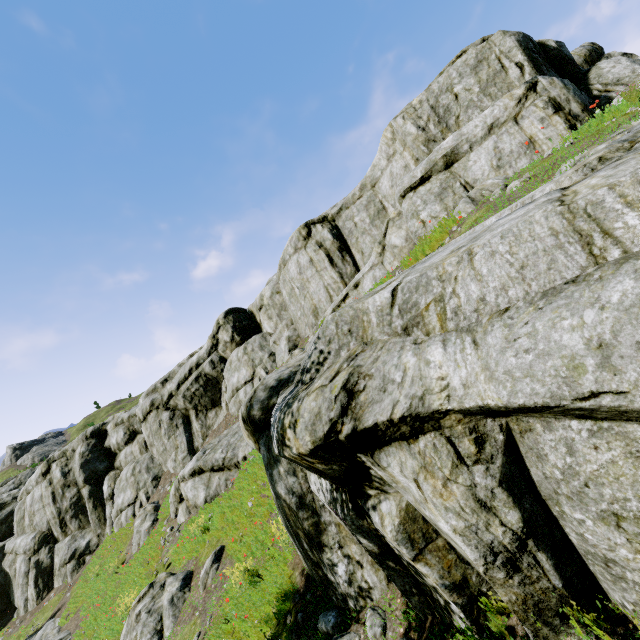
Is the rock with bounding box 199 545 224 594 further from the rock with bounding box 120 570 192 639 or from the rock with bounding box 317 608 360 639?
the rock with bounding box 317 608 360 639

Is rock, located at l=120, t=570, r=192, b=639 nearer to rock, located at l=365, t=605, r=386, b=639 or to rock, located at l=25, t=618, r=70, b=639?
rock, located at l=25, t=618, r=70, b=639

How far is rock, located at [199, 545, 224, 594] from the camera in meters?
10.2

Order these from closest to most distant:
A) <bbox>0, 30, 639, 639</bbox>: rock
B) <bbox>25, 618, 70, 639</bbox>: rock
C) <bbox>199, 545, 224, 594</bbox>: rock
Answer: <bbox>0, 30, 639, 639</bbox>: rock → <bbox>199, 545, 224, 594</bbox>: rock → <bbox>25, 618, 70, 639</bbox>: rock

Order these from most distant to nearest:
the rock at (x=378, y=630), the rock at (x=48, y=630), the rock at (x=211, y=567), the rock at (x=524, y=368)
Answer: the rock at (x=48, y=630), the rock at (x=211, y=567), the rock at (x=378, y=630), the rock at (x=524, y=368)

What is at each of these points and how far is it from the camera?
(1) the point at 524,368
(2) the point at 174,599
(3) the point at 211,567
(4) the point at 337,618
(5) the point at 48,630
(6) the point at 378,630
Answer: (1) rock, 2.43m
(2) rock, 10.77m
(3) rock, 10.37m
(4) rock, 5.51m
(5) rock, 20.17m
(6) rock, 4.76m

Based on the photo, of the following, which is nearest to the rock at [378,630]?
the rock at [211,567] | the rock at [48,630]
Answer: the rock at [48,630]

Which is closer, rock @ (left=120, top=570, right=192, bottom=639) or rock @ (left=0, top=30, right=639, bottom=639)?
rock @ (left=0, top=30, right=639, bottom=639)
